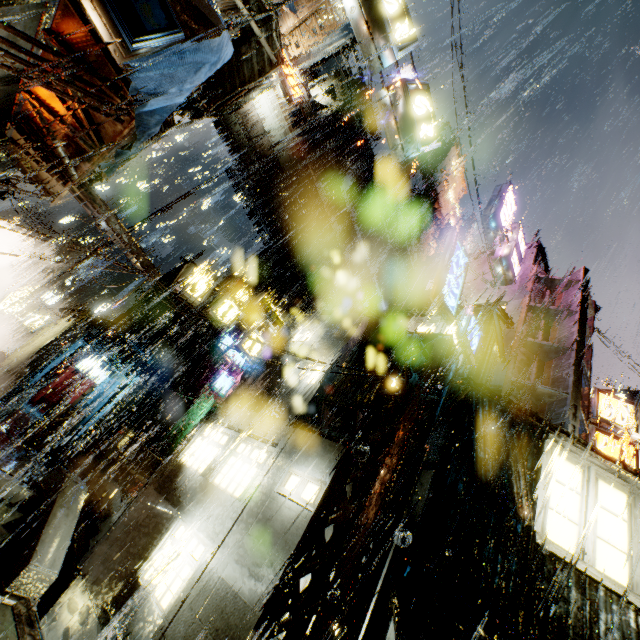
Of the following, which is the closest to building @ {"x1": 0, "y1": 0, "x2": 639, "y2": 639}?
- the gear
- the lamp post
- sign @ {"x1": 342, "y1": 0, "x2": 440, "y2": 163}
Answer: sign @ {"x1": 342, "y1": 0, "x2": 440, "y2": 163}

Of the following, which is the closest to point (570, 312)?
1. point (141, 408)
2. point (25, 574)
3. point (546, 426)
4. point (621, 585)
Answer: point (546, 426)

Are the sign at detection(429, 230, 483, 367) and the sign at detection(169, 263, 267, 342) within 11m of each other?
yes

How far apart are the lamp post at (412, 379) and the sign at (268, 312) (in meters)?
9.63

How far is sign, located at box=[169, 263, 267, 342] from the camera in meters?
13.5

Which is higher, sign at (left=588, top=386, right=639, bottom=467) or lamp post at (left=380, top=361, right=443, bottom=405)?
sign at (left=588, top=386, right=639, bottom=467)

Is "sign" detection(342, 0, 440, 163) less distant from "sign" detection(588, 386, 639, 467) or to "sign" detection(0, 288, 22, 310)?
"sign" detection(588, 386, 639, 467)

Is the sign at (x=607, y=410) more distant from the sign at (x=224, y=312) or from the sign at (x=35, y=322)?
the sign at (x=35, y=322)
